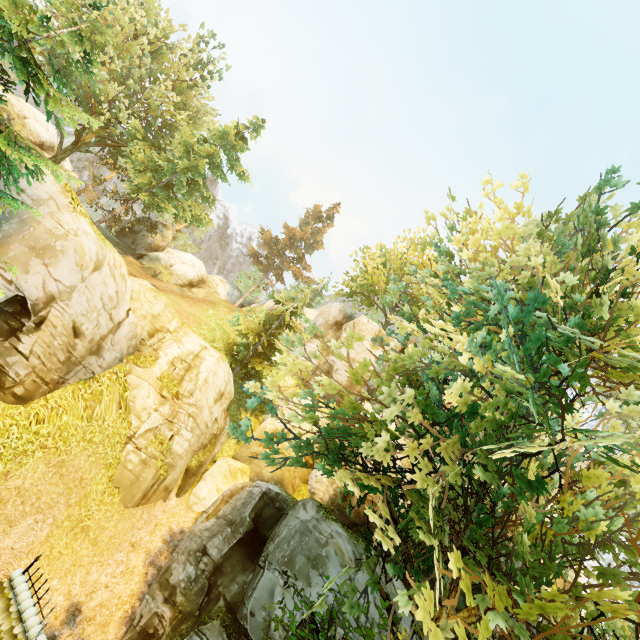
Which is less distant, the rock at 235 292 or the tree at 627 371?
the tree at 627 371

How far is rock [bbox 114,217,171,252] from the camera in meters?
31.1 m

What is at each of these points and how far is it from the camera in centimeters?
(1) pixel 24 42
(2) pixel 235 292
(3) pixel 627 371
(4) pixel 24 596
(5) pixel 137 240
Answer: (1) tree, 672cm
(2) rock, 4109cm
(3) tree, 826cm
(4) building, 731cm
(5) rock, 3123cm

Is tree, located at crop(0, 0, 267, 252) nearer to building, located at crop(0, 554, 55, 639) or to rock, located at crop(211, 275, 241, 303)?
rock, located at crop(211, 275, 241, 303)

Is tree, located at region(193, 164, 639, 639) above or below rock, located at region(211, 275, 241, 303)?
below

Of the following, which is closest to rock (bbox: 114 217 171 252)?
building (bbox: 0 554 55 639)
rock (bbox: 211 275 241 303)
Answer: rock (bbox: 211 275 241 303)

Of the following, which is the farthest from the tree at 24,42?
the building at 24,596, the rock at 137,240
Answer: the rock at 137,240

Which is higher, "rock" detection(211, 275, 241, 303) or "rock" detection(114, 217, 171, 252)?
"rock" detection(211, 275, 241, 303)
